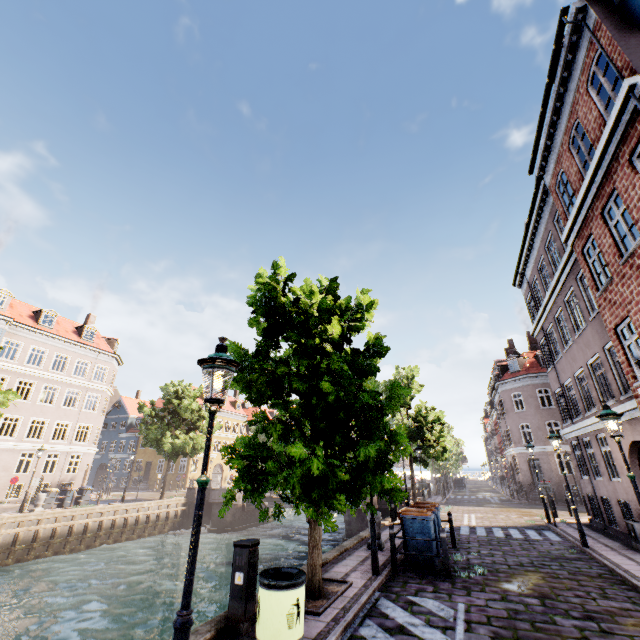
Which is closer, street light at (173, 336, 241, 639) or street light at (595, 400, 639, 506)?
street light at (173, 336, 241, 639)

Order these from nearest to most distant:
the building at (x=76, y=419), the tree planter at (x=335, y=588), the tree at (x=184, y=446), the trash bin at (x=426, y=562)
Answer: the tree planter at (x=335, y=588) < the trash bin at (x=426, y=562) < the building at (x=76, y=419) < the tree at (x=184, y=446)

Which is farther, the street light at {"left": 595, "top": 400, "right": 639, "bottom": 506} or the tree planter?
the street light at {"left": 595, "top": 400, "right": 639, "bottom": 506}

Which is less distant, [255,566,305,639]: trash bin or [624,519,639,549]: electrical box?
[255,566,305,639]: trash bin

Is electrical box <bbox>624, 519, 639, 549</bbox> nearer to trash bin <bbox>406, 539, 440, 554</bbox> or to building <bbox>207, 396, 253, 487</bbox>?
building <bbox>207, 396, 253, 487</bbox>

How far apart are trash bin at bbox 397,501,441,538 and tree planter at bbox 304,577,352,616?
2.4m

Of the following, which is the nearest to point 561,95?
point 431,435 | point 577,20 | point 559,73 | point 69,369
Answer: point 559,73

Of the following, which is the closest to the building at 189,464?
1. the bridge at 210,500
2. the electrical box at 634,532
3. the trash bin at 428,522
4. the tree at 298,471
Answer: the electrical box at 634,532
